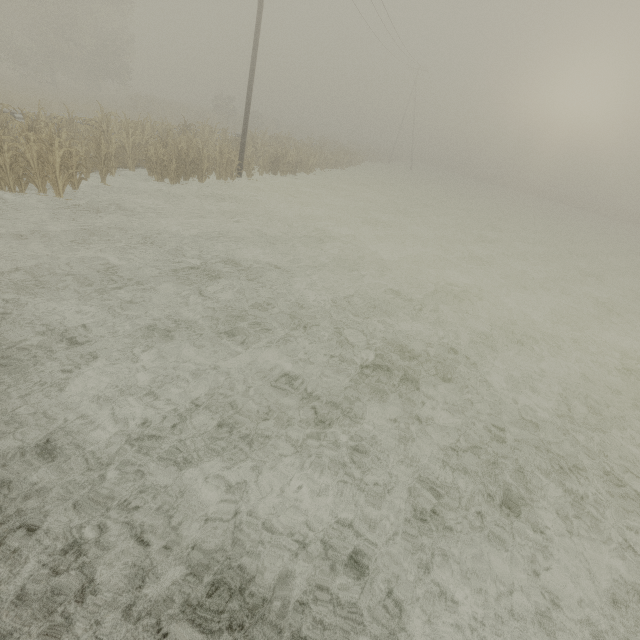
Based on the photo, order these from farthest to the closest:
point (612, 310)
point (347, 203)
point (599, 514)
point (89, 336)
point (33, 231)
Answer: point (347, 203) < point (612, 310) < point (33, 231) < point (89, 336) < point (599, 514)

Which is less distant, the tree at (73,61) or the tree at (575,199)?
the tree at (73,61)

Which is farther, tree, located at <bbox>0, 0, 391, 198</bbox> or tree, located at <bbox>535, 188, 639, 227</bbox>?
tree, located at <bbox>535, 188, 639, 227</bbox>
